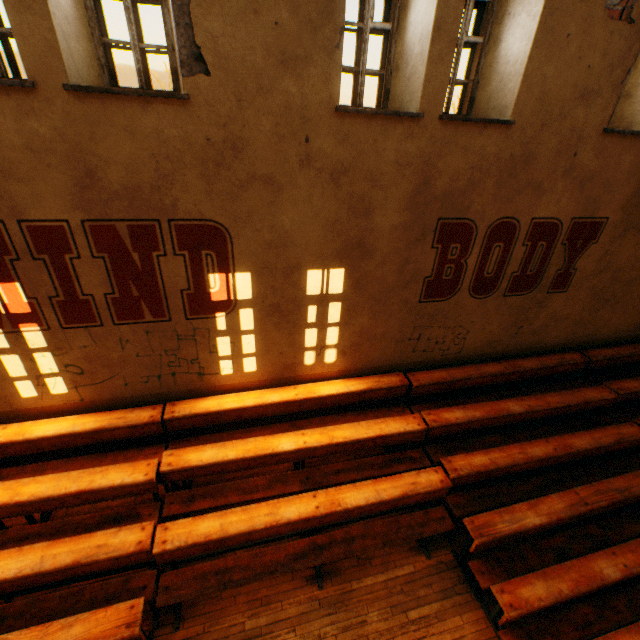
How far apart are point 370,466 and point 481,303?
3.40m
